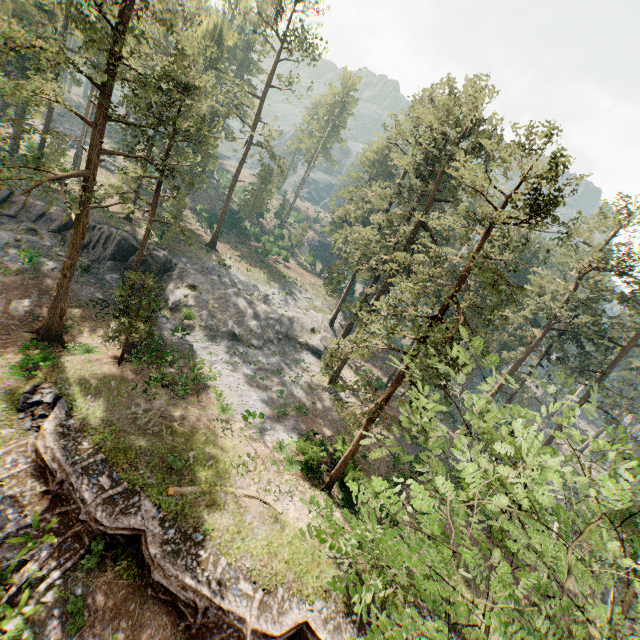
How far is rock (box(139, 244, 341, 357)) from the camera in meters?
33.7 m

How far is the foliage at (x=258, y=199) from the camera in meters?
56.0

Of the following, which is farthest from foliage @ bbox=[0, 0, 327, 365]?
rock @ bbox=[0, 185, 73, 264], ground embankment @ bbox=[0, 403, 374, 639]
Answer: ground embankment @ bbox=[0, 403, 374, 639]

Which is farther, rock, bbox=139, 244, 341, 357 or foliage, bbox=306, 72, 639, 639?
rock, bbox=139, 244, 341, 357

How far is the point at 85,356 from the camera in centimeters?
2267cm

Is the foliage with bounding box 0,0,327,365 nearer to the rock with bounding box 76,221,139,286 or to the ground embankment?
the rock with bounding box 76,221,139,286

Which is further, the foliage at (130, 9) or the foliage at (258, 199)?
the foliage at (258, 199)
